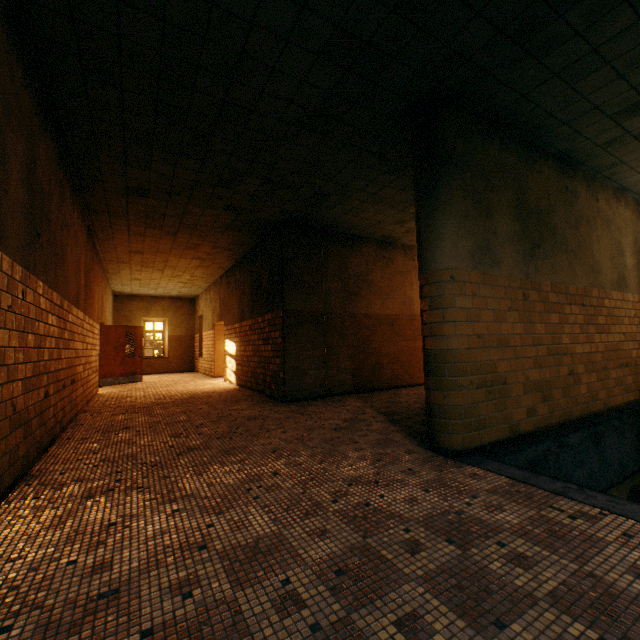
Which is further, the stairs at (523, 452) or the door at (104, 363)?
the door at (104, 363)

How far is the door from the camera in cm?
1097

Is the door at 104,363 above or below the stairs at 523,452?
above

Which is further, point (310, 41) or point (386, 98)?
point (386, 98)

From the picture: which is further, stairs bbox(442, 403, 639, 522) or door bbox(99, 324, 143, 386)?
door bbox(99, 324, 143, 386)

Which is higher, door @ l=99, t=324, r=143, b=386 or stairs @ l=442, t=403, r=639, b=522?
door @ l=99, t=324, r=143, b=386
